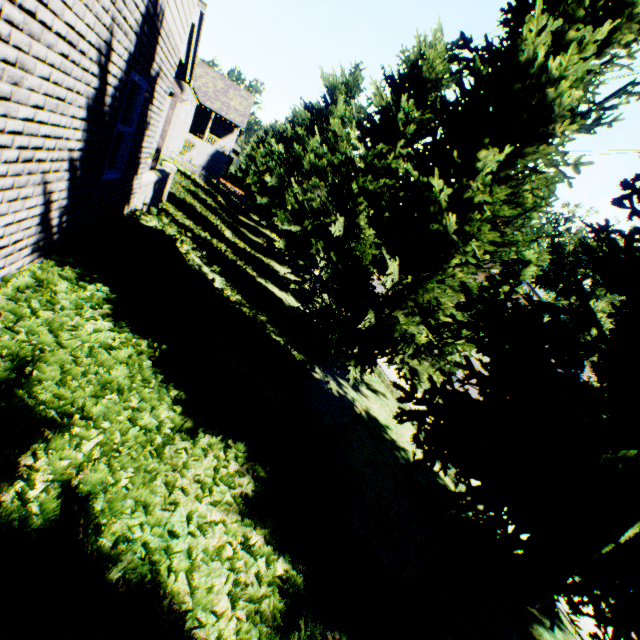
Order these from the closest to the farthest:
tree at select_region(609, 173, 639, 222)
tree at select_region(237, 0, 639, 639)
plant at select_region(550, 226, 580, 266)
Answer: tree at select_region(237, 0, 639, 639) < tree at select_region(609, 173, 639, 222) < plant at select_region(550, 226, 580, 266)

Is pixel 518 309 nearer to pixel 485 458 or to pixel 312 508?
pixel 485 458

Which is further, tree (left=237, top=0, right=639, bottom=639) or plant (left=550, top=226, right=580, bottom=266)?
plant (left=550, top=226, right=580, bottom=266)

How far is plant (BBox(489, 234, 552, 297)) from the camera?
28.0m

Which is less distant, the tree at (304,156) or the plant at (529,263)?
the tree at (304,156)

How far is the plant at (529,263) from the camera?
28.01m
